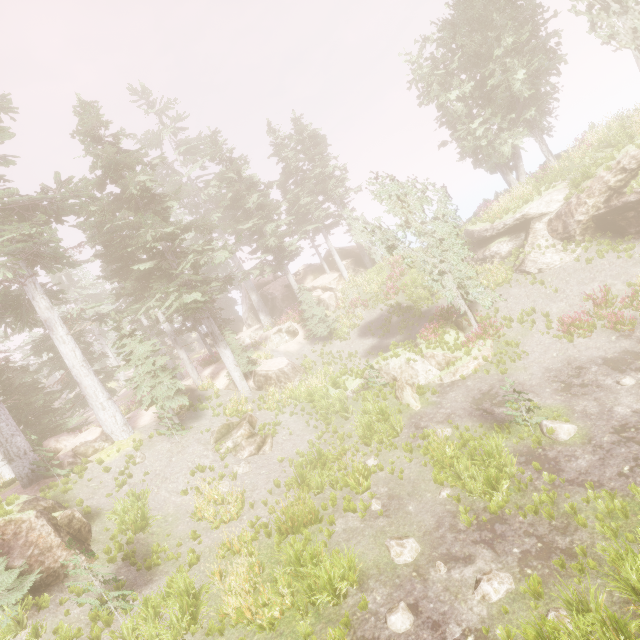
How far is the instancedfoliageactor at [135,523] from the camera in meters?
11.2

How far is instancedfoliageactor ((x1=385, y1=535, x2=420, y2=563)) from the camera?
8.8m

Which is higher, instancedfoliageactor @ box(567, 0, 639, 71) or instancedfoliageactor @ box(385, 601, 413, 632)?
instancedfoliageactor @ box(567, 0, 639, 71)

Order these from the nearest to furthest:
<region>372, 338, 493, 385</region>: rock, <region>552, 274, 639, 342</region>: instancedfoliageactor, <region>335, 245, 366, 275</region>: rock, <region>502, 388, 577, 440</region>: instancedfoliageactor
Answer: <region>502, 388, 577, 440</region>: instancedfoliageactor < <region>552, 274, 639, 342</region>: instancedfoliageactor < <region>372, 338, 493, 385</region>: rock < <region>335, 245, 366, 275</region>: rock

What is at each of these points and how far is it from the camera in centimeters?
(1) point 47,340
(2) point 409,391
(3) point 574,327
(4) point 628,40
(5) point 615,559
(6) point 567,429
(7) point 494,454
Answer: (1) instancedfoliageactor, 2381cm
(2) tree trunk, 1559cm
(3) instancedfoliageactor, 1476cm
(4) instancedfoliageactor, 1794cm
(5) instancedfoliageactor, 679cm
(6) instancedfoliageactor, 1066cm
(7) instancedfoliageactor, 1043cm

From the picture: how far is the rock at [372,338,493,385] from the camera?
16.1 meters

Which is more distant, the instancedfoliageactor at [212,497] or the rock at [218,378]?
the rock at [218,378]
